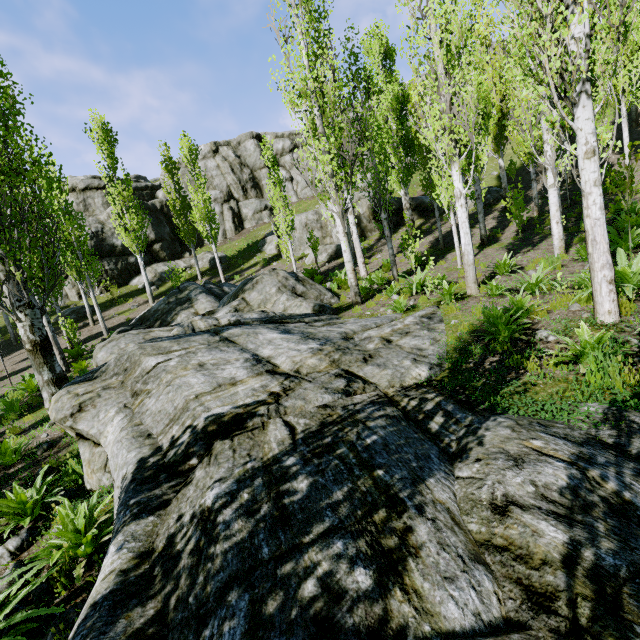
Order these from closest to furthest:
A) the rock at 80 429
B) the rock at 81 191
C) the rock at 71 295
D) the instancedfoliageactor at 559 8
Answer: the rock at 80 429, the instancedfoliageactor at 559 8, the rock at 71 295, the rock at 81 191

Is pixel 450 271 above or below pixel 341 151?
below

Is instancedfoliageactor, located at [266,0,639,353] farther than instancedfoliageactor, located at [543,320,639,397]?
Yes

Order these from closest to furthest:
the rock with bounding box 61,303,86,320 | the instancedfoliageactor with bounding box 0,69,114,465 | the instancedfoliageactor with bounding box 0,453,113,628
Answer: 1. the instancedfoliageactor with bounding box 0,453,113,628
2. the instancedfoliageactor with bounding box 0,69,114,465
3. the rock with bounding box 61,303,86,320

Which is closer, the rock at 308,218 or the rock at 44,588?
the rock at 44,588

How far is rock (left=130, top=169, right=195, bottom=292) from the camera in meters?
28.6 m

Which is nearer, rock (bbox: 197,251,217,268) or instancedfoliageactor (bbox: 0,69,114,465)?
instancedfoliageactor (bbox: 0,69,114,465)

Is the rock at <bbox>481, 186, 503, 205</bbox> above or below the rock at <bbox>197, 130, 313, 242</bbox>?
below
